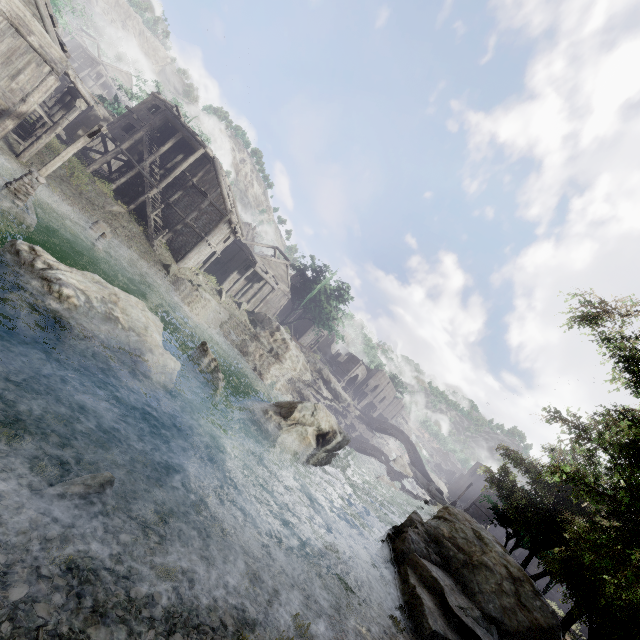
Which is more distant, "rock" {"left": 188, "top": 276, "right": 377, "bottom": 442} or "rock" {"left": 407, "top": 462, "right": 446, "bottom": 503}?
"rock" {"left": 407, "top": 462, "right": 446, "bottom": 503}

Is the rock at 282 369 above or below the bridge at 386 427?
below

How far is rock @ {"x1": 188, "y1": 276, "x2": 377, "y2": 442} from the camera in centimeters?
3248cm

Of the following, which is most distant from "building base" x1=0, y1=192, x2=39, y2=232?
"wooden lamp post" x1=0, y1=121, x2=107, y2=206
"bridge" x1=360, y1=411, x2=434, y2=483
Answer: "bridge" x1=360, y1=411, x2=434, y2=483

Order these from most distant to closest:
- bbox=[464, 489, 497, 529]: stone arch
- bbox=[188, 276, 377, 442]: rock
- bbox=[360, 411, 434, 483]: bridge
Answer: bbox=[360, 411, 434, 483]: bridge
bbox=[464, 489, 497, 529]: stone arch
bbox=[188, 276, 377, 442]: rock

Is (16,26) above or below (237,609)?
above

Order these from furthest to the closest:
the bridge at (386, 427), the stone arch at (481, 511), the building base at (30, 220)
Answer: the bridge at (386, 427) < the stone arch at (481, 511) < the building base at (30, 220)

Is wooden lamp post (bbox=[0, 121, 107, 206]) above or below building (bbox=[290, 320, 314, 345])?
below
